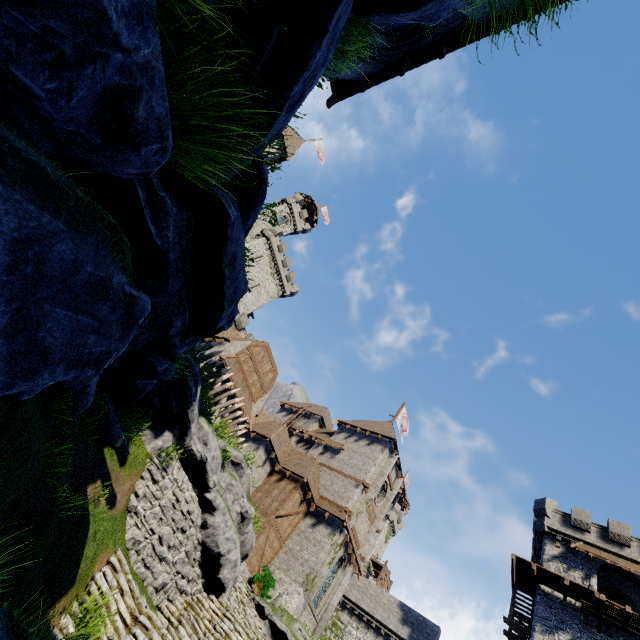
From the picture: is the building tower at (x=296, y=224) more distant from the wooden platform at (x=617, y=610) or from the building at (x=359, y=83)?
the wooden platform at (x=617, y=610)

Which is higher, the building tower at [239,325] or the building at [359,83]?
the building tower at [239,325]

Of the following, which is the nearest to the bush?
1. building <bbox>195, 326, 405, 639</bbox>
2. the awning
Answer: building <bbox>195, 326, 405, 639</bbox>

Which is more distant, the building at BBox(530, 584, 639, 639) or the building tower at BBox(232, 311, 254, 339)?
the building tower at BBox(232, 311, 254, 339)

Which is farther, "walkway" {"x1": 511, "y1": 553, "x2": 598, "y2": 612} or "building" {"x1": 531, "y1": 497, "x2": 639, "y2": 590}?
"building" {"x1": 531, "y1": 497, "x2": 639, "y2": 590}

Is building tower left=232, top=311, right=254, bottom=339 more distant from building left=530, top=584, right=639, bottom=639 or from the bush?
building left=530, top=584, right=639, bottom=639

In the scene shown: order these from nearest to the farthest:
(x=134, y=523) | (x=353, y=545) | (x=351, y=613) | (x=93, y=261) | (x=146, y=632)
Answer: (x=93, y=261), (x=146, y=632), (x=134, y=523), (x=353, y=545), (x=351, y=613)

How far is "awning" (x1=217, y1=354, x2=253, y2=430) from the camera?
21.94m
